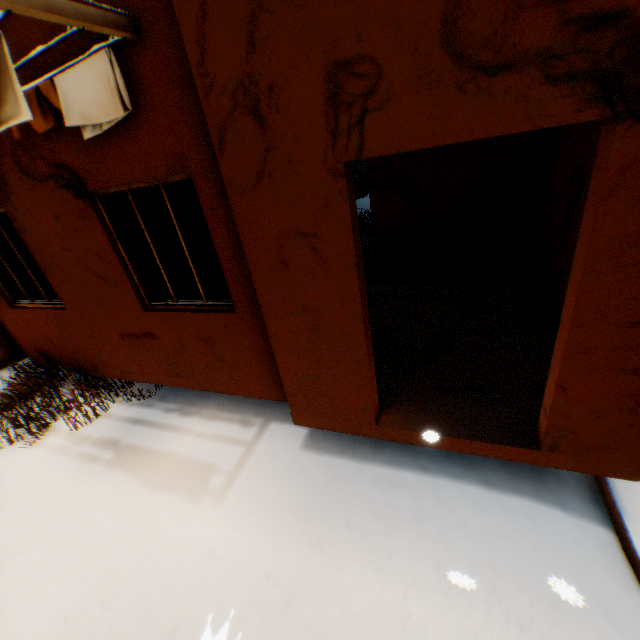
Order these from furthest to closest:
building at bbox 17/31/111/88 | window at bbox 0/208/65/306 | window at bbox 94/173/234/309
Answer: window at bbox 0/208/65/306 < window at bbox 94/173/234/309 < building at bbox 17/31/111/88

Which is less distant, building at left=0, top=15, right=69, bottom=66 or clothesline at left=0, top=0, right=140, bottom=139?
clothesline at left=0, top=0, right=140, bottom=139

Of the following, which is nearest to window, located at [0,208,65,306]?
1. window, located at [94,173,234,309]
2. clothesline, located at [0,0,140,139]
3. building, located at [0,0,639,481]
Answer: building, located at [0,0,639,481]

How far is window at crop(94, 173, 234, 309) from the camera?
3.4 meters

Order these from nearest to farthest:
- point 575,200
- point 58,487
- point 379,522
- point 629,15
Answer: point 629,15, point 379,522, point 575,200, point 58,487

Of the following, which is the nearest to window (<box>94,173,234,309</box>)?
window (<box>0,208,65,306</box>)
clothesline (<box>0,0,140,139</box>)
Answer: clothesline (<box>0,0,140,139</box>)

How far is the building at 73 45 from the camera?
2.7 meters

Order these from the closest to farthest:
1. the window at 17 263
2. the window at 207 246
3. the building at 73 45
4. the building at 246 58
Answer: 1. the building at 246 58
2. the building at 73 45
3. the window at 207 246
4. the window at 17 263
